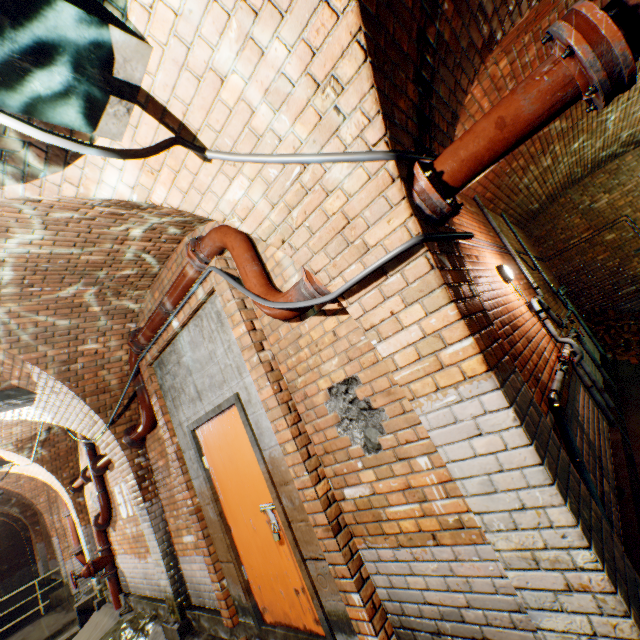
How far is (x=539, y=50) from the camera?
3.37m

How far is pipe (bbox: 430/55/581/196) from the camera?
1.28m

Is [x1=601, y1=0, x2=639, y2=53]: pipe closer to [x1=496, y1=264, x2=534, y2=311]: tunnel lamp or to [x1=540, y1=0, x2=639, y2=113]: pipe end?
[x1=540, y1=0, x2=639, y2=113]: pipe end

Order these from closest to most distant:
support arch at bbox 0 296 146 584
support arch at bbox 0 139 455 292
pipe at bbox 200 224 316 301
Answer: support arch at bbox 0 139 455 292 < pipe at bbox 200 224 316 301 < support arch at bbox 0 296 146 584

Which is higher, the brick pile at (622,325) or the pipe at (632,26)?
the pipe at (632,26)

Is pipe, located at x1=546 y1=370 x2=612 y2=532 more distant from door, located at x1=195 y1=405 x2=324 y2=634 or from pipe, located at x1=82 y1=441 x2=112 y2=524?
pipe, located at x1=82 y1=441 x2=112 y2=524

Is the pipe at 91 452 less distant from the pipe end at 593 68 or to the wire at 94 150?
the wire at 94 150

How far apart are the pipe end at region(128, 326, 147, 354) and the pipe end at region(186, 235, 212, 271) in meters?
1.8 m
